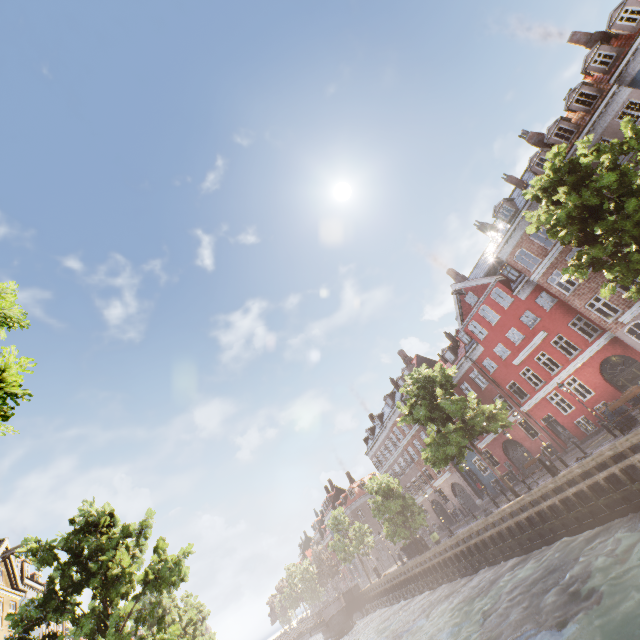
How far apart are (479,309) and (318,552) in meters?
50.8 m

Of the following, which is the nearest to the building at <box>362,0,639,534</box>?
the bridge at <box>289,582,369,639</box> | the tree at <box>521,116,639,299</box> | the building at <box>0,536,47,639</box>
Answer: the tree at <box>521,116,639,299</box>

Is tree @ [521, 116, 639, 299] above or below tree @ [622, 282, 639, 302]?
above

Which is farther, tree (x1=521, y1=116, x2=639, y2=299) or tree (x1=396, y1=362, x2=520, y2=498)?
tree (x1=396, y1=362, x2=520, y2=498)

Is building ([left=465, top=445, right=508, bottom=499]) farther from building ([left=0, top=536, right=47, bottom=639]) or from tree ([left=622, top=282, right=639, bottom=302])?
building ([left=0, top=536, right=47, bottom=639])

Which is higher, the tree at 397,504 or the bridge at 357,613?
the tree at 397,504

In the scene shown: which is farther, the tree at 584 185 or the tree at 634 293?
the tree at 634 293
